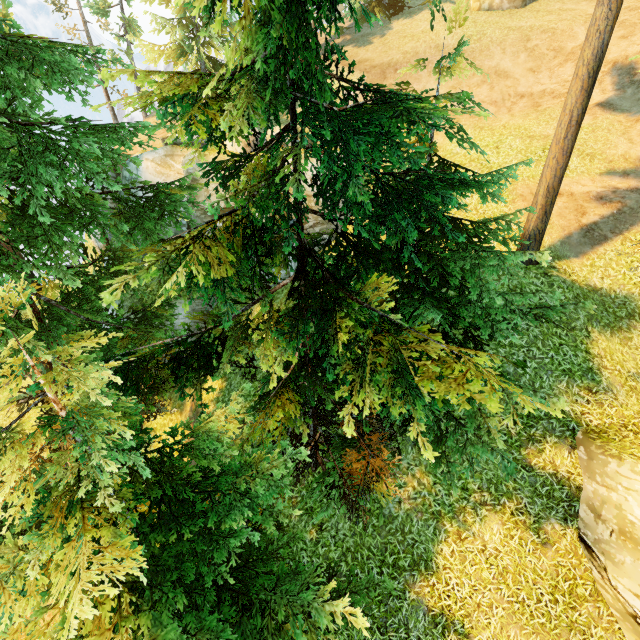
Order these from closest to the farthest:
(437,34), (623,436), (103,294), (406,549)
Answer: (103,294) → (623,436) → (406,549) → (437,34)

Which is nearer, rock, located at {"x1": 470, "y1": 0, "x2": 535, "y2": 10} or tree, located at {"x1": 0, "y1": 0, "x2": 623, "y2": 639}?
tree, located at {"x1": 0, "y1": 0, "x2": 623, "y2": 639}

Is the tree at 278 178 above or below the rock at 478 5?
below

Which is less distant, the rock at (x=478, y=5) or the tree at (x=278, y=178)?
the tree at (x=278, y=178)

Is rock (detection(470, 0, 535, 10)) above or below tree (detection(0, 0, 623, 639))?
above
